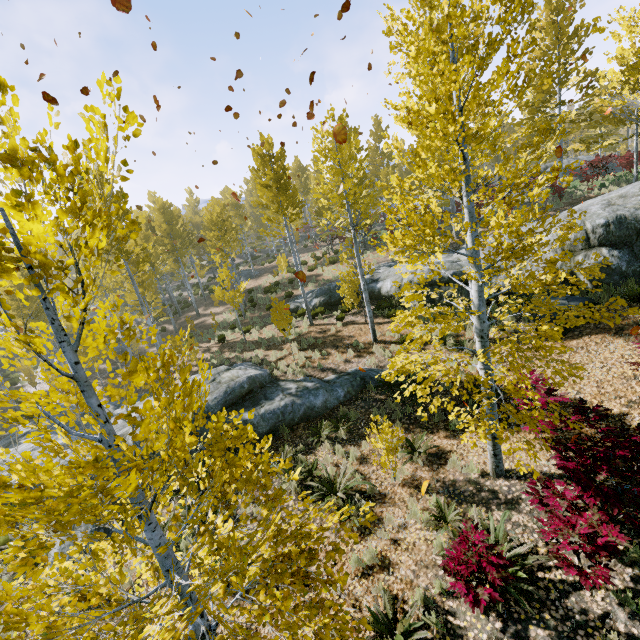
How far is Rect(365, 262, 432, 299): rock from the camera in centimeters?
1485cm

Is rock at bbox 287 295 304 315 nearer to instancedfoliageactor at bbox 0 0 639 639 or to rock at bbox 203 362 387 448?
instancedfoliageactor at bbox 0 0 639 639

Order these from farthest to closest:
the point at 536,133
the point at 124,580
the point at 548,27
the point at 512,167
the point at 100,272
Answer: the point at 512,167
the point at 536,133
the point at 548,27
the point at 100,272
the point at 124,580

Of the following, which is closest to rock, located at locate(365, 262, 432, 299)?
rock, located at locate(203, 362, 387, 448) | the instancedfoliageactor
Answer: the instancedfoliageactor

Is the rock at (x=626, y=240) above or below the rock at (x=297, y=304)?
above

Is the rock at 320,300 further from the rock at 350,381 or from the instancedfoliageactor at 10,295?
the rock at 350,381

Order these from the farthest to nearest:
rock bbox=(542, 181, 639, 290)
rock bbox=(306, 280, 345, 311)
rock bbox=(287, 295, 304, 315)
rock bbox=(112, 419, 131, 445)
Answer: rock bbox=(287, 295, 304, 315) → rock bbox=(306, 280, 345, 311) → rock bbox=(542, 181, 639, 290) → rock bbox=(112, 419, 131, 445)
